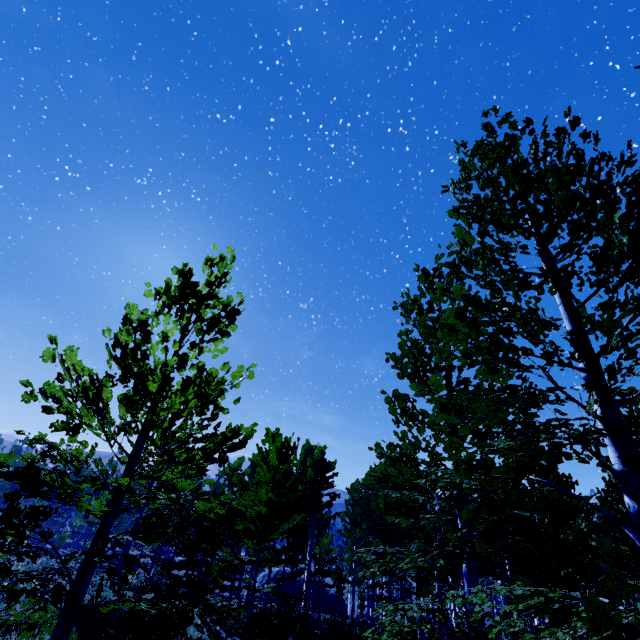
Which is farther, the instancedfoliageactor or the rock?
the rock

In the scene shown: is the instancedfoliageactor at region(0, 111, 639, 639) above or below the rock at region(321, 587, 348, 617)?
above

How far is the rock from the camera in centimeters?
3134cm

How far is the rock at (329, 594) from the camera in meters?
31.3

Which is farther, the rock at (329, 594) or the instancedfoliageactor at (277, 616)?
the rock at (329, 594)

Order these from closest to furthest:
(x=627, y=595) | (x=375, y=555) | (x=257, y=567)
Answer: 1. (x=627, y=595)
2. (x=257, y=567)
3. (x=375, y=555)
